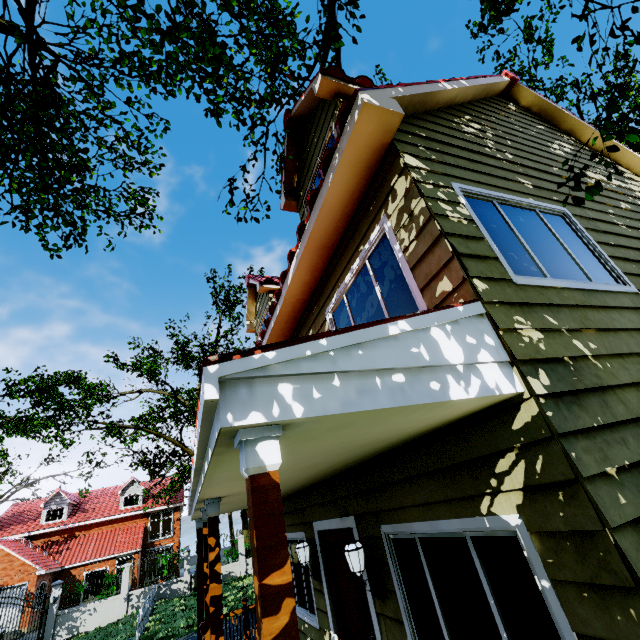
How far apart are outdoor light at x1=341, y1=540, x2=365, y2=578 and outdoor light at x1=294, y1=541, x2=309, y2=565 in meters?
1.9

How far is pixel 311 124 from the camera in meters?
5.8

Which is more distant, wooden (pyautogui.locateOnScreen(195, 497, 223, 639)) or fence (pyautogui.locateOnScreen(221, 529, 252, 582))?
fence (pyautogui.locateOnScreen(221, 529, 252, 582))

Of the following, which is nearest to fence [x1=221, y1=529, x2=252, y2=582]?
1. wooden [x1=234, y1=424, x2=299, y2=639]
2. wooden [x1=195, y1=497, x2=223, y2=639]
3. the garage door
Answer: the garage door

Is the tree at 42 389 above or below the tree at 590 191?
above

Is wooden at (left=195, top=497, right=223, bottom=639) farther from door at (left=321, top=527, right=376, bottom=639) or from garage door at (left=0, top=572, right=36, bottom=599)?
garage door at (left=0, top=572, right=36, bottom=599)

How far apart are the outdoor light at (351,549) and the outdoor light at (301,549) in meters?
1.9
